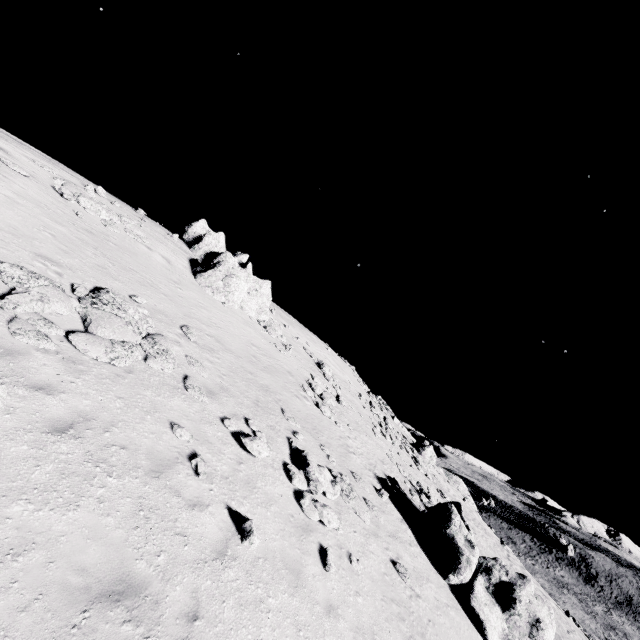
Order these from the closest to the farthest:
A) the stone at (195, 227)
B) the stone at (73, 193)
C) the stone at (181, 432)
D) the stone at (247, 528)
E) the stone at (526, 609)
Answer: the stone at (247, 528) → the stone at (181, 432) → the stone at (526, 609) → the stone at (73, 193) → the stone at (195, 227)

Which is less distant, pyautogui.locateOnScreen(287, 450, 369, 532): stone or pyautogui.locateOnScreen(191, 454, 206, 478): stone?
pyautogui.locateOnScreen(191, 454, 206, 478): stone

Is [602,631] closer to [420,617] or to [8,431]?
[420,617]

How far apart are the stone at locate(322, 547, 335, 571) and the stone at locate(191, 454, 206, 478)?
4.16m

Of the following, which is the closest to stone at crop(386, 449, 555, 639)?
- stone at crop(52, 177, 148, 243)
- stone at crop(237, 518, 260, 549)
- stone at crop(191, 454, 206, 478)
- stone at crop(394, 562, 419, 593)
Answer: stone at crop(394, 562, 419, 593)

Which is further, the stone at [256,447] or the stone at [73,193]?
the stone at [73,193]

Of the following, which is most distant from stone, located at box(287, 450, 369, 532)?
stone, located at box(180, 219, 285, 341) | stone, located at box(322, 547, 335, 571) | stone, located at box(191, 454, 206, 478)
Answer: stone, located at box(180, 219, 285, 341)

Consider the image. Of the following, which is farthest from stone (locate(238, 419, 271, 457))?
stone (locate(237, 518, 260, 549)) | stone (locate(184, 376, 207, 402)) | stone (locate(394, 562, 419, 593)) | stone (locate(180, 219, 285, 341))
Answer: stone (locate(180, 219, 285, 341))
